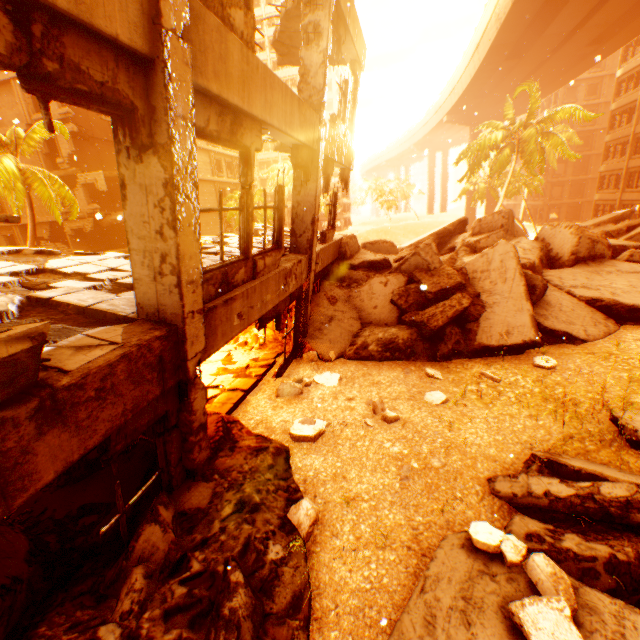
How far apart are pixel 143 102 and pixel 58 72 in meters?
0.7 m

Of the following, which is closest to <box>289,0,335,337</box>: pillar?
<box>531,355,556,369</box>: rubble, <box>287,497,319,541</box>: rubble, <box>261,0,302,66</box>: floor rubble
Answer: <box>261,0,302,66</box>: floor rubble

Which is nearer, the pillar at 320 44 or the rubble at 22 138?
the pillar at 320 44

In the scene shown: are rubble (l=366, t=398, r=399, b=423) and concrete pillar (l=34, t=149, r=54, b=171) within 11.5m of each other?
no

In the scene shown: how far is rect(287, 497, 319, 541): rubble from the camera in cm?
379

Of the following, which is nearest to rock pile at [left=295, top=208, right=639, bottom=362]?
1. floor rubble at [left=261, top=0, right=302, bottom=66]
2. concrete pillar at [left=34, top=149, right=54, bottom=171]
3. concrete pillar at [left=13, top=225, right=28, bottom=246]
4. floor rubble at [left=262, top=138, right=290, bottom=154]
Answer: floor rubble at [left=262, top=138, right=290, bottom=154]

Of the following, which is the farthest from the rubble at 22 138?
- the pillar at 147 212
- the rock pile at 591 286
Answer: the pillar at 147 212

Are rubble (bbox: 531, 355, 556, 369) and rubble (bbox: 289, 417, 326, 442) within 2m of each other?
no
